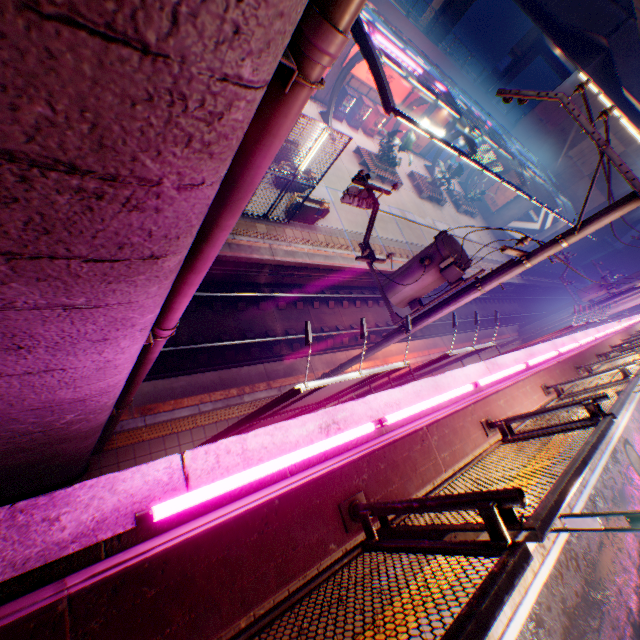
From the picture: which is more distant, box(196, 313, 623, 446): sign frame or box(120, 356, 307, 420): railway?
box(120, 356, 307, 420): railway

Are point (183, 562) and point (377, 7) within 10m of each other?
no

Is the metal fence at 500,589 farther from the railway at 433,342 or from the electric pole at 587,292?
the electric pole at 587,292

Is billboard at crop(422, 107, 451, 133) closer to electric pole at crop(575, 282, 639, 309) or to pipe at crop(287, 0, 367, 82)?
electric pole at crop(575, 282, 639, 309)

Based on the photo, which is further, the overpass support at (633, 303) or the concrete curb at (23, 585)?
the overpass support at (633, 303)

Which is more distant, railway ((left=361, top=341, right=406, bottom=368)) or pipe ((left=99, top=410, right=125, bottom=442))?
railway ((left=361, top=341, right=406, bottom=368))

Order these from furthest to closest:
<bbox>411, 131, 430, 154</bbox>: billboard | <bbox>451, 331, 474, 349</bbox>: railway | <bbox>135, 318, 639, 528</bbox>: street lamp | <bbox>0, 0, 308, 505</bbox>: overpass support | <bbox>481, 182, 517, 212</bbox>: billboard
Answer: <bbox>481, 182, 517, 212</bbox>: billboard → <bbox>411, 131, 430, 154</bbox>: billboard → <bbox>451, 331, 474, 349</bbox>: railway → <bbox>135, 318, 639, 528</bbox>: street lamp → <bbox>0, 0, 308, 505</bbox>: overpass support

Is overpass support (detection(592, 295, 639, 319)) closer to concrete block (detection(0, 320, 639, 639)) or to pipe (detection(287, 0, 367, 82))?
pipe (detection(287, 0, 367, 82))
